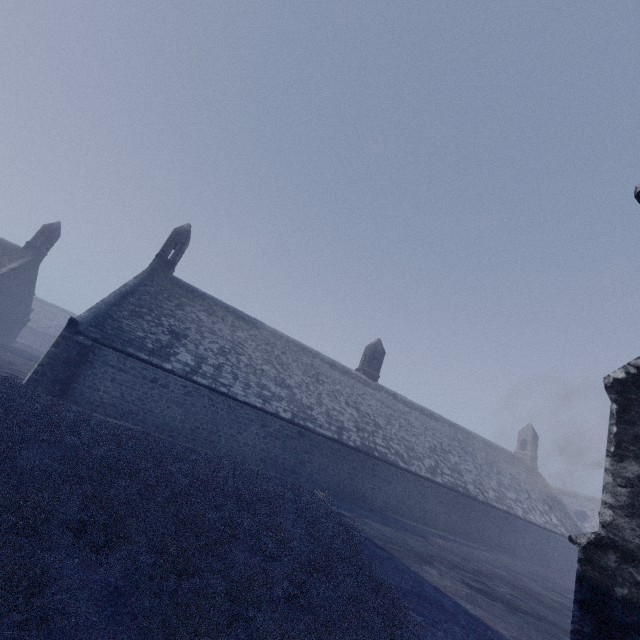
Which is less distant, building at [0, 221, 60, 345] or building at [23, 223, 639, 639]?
building at [23, 223, 639, 639]

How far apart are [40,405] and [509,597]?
15.9 meters

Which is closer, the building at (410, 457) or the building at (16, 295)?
the building at (410, 457)
